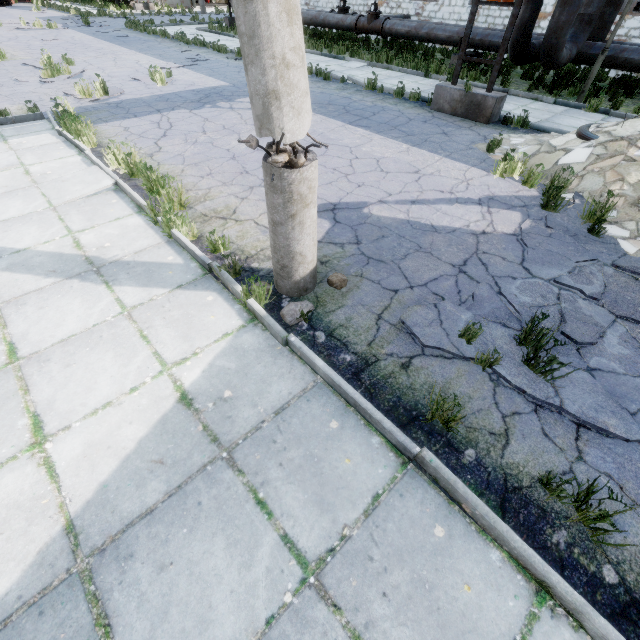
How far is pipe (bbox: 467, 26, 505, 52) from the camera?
11.75m

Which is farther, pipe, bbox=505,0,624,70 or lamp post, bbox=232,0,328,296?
pipe, bbox=505,0,624,70

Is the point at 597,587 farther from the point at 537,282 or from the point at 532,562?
the point at 537,282

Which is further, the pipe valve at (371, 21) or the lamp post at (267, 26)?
the pipe valve at (371, 21)

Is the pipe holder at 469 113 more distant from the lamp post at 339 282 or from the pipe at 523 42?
the lamp post at 339 282

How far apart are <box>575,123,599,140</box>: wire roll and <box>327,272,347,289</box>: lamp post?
5.5m

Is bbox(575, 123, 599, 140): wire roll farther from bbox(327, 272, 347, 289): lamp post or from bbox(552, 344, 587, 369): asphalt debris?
bbox(327, 272, 347, 289): lamp post
